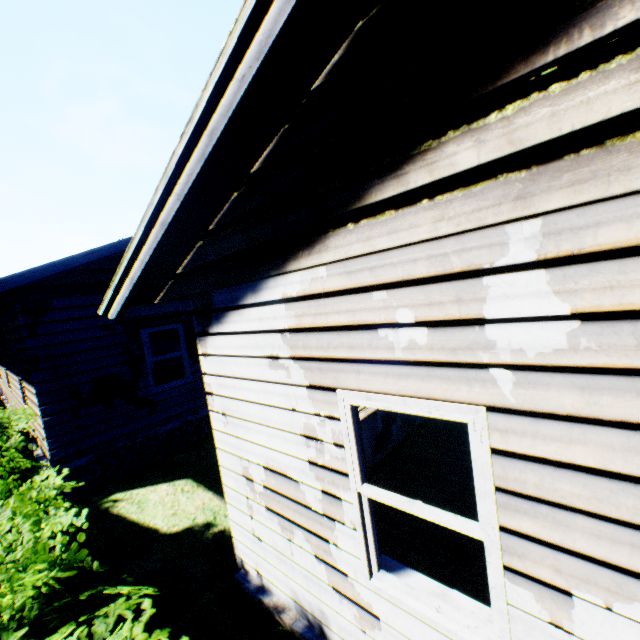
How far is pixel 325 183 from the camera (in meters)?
2.19
